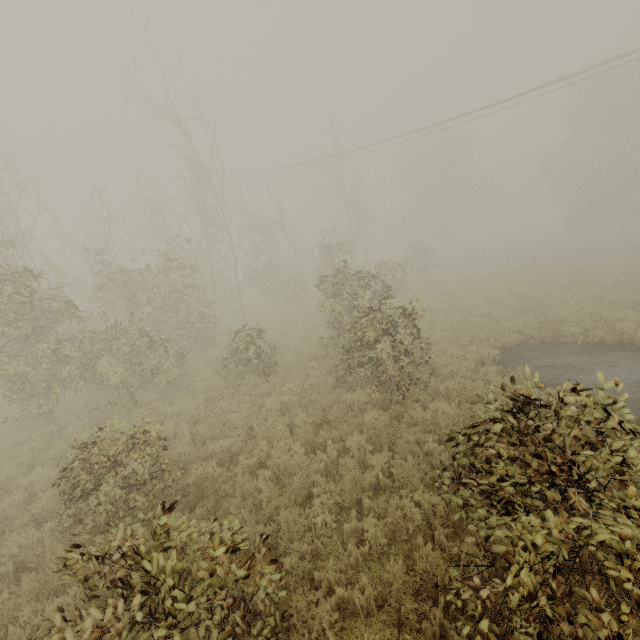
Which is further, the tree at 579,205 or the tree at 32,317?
the tree at 579,205

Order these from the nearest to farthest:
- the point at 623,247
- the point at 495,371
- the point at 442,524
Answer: the point at 442,524, the point at 495,371, the point at 623,247

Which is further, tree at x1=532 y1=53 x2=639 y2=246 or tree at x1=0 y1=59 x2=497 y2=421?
tree at x1=532 y1=53 x2=639 y2=246
